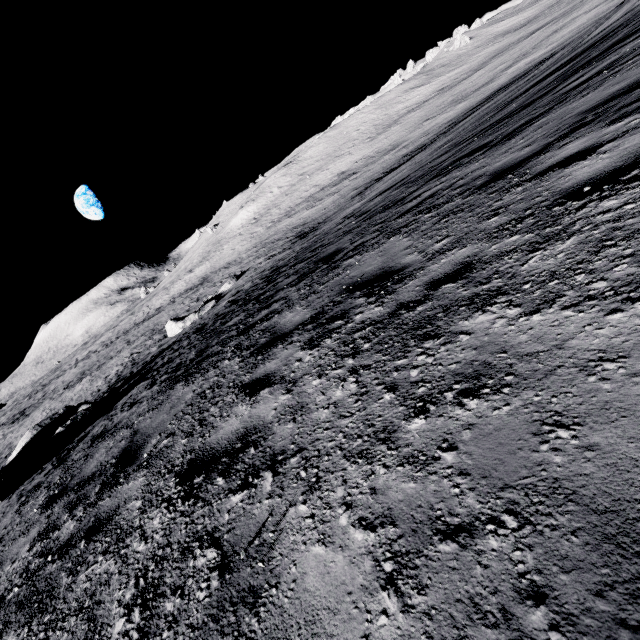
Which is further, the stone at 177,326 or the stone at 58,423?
the stone at 177,326

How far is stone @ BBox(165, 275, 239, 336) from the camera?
24.5 meters

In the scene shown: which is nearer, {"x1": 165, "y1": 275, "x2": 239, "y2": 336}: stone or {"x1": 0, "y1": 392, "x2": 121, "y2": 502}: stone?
{"x1": 0, "y1": 392, "x2": 121, "y2": 502}: stone

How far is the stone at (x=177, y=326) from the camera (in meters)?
24.50

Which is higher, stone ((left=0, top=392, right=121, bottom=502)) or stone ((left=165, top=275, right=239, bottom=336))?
stone ((left=0, top=392, right=121, bottom=502))

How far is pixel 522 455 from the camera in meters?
1.2
